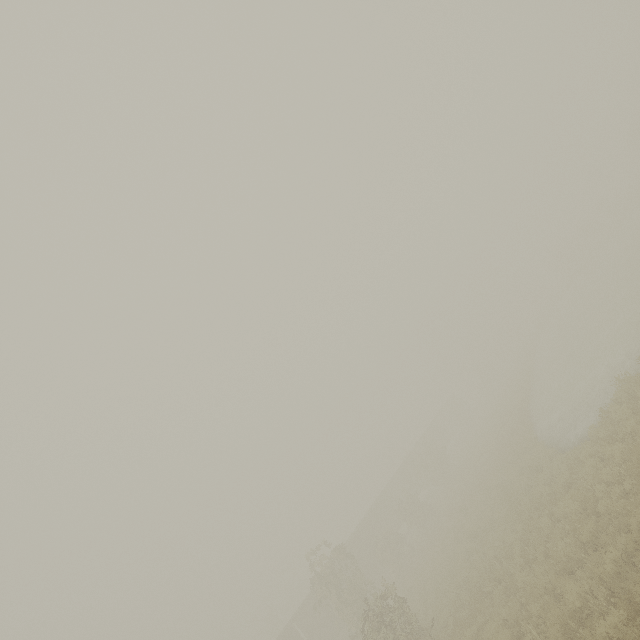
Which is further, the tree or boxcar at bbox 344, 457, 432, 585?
the tree

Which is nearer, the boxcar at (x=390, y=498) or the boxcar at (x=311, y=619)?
the boxcar at (x=311, y=619)

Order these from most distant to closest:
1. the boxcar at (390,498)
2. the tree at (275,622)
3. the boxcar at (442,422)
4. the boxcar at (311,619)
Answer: the boxcar at (442,422), the tree at (275,622), the boxcar at (390,498), the boxcar at (311,619)

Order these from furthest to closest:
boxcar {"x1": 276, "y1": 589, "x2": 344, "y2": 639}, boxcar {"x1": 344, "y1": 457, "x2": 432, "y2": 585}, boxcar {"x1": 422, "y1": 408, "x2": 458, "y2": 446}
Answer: boxcar {"x1": 422, "y1": 408, "x2": 458, "y2": 446} < boxcar {"x1": 344, "y1": 457, "x2": 432, "y2": 585} < boxcar {"x1": 276, "y1": 589, "x2": 344, "y2": 639}

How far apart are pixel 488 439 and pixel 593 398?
17.6m

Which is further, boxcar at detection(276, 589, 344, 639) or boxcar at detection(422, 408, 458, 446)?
boxcar at detection(422, 408, 458, 446)
